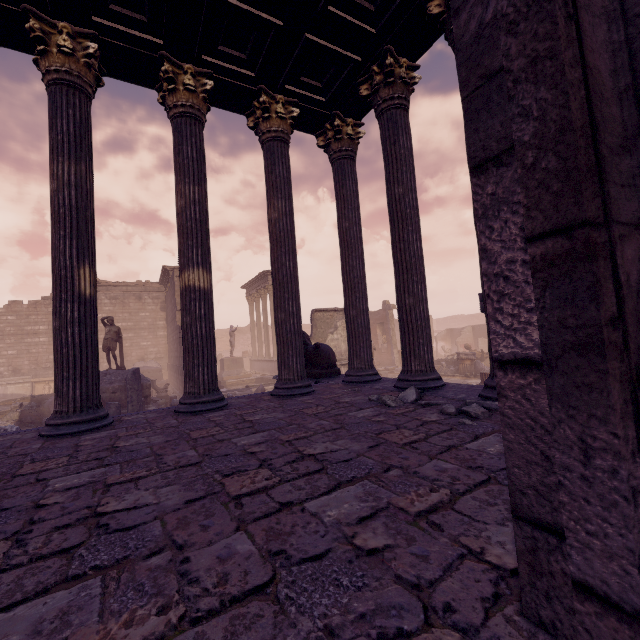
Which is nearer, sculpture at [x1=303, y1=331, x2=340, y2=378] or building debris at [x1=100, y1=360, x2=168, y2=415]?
sculpture at [x1=303, y1=331, x2=340, y2=378]

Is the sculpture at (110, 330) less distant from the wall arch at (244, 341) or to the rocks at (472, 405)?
the rocks at (472, 405)

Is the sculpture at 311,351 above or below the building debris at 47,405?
above

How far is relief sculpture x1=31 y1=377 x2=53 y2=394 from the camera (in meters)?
20.16

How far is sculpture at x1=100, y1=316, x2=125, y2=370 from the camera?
12.68m

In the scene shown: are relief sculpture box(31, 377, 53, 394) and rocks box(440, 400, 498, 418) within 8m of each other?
no

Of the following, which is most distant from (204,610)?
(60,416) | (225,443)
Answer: (60,416)

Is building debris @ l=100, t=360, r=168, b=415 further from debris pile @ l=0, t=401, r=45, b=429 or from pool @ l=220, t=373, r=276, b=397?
pool @ l=220, t=373, r=276, b=397
